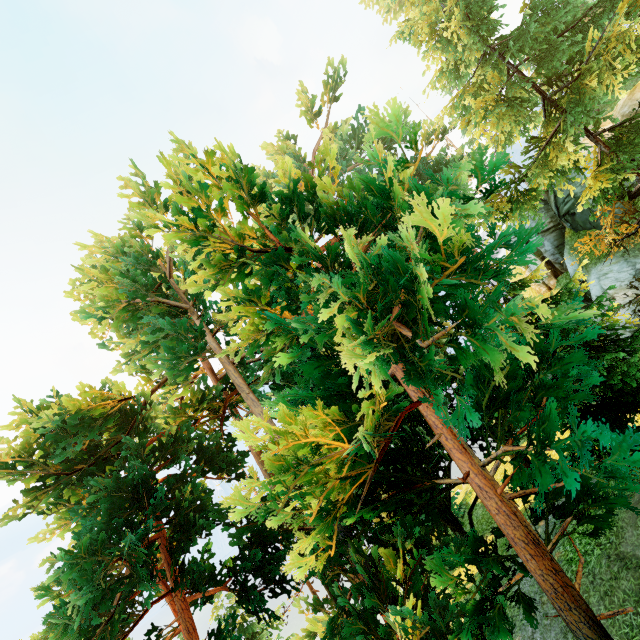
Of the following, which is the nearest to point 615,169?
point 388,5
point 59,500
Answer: point 59,500
